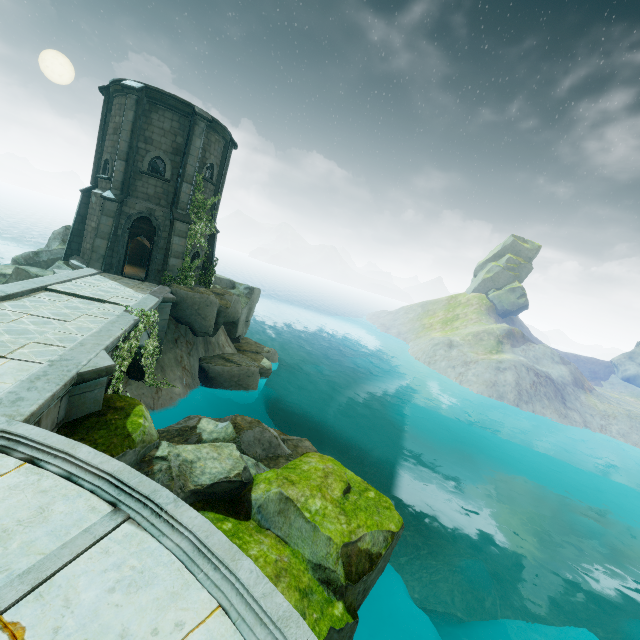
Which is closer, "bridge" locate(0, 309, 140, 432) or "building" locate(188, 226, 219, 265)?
"bridge" locate(0, 309, 140, 432)

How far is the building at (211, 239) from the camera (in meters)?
19.79

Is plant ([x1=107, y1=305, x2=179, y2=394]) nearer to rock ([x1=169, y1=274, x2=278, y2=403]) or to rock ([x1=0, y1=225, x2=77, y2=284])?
rock ([x1=169, y1=274, x2=278, y2=403])

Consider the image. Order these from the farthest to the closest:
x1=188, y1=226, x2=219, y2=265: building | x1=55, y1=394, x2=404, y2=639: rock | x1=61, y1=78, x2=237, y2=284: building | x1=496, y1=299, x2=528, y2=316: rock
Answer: x1=496, y1=299, x2=528, y2=316: rock < x1=188, y1=226, x2=219, y2=265: building < x1=61, y1=78, x2=237, y2=284: building < x1=55, y1=394, x2=404, y2=639: rock

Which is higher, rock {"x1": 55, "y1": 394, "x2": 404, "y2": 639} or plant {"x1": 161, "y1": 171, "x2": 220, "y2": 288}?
plant {"x1": 161, "y1": 171, "x2": 220, "y2": 288}

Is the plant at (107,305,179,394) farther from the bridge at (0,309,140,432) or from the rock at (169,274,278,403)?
the rock at (169,274,278,403)

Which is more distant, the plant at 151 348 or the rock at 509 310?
the rock at 509 310

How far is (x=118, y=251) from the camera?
17.4 meters
